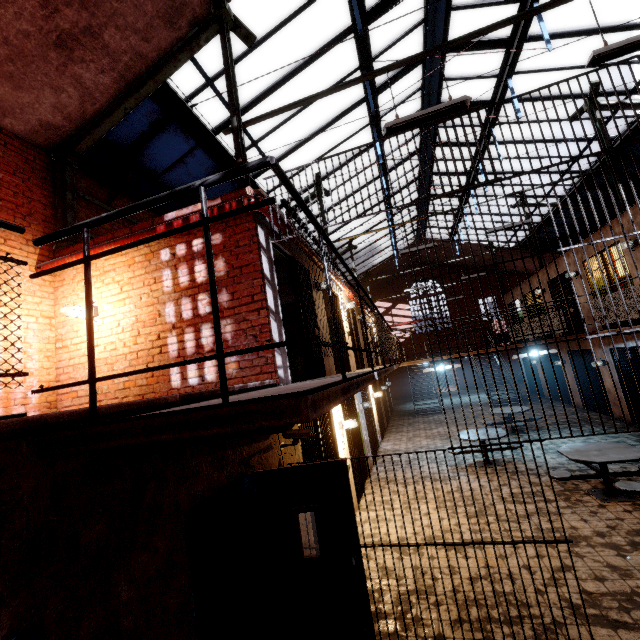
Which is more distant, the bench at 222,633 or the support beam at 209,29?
the support beam at 209,29

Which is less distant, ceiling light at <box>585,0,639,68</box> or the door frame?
the door frame

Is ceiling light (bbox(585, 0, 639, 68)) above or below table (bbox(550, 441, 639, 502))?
above

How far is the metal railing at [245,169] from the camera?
1.33m

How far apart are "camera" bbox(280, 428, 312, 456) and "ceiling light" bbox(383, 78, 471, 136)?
4.3m

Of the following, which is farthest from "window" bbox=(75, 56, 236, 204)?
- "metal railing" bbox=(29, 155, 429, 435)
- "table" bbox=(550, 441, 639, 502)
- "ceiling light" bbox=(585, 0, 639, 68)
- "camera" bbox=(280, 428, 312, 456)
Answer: "table" bbox=(550, 441, 639, 502)

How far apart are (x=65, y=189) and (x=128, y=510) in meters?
6.4 m

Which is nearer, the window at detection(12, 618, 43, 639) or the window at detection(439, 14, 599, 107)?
the window at detection(12, 618, 43, 639)
